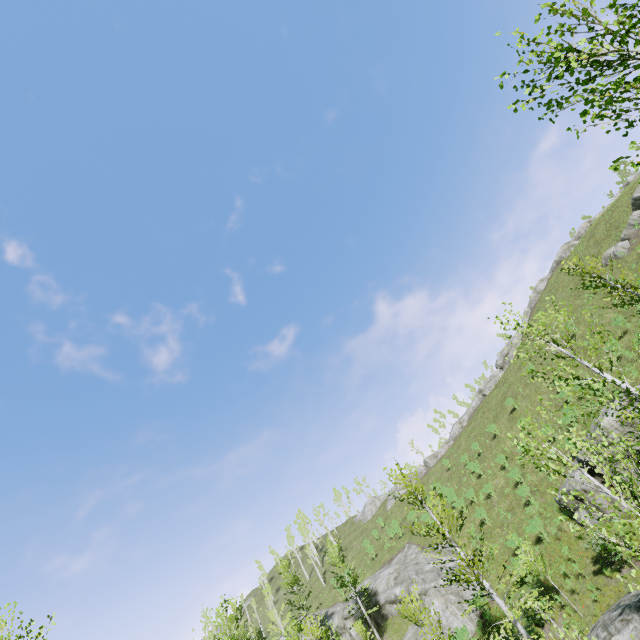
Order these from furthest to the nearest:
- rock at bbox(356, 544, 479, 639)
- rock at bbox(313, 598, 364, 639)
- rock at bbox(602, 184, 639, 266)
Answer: rock at bbox(602, 184, 639, 266)
rock at bbox(313, 598, 364, 639)
rock at bbox(356, 544, 479, 639)

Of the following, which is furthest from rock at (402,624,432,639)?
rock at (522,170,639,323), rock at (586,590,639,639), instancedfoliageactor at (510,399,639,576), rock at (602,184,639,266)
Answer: rock at (602,184,639,266)

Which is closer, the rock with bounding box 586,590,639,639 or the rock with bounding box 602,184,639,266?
the rock with bounding box 586,590,639,639

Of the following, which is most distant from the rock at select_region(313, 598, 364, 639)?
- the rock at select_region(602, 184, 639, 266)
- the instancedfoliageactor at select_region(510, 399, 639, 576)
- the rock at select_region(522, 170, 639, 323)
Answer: the rock at select_region(602, 184, 639, 266)

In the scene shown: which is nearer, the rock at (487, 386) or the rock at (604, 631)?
the rock at (604, 631)

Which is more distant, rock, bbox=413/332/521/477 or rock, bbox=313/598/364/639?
rock, bbox=413/332/521/477

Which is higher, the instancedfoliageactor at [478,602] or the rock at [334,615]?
the rock at [334,615]

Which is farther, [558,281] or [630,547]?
[558,281]
